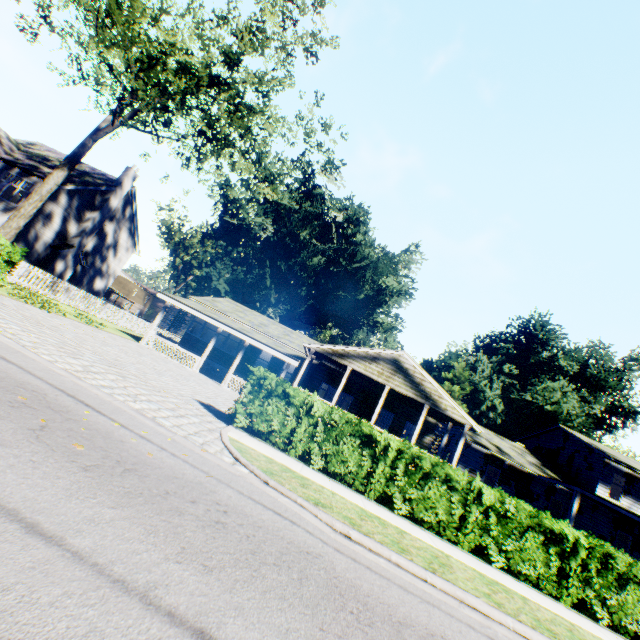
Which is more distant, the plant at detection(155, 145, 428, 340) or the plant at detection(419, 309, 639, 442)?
the plant at detection(155, 145, 428, 340)

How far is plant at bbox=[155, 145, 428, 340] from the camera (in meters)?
47.91

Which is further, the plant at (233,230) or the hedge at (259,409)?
the plant at (233,230)

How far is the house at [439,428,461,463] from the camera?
26.7m

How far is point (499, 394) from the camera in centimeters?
4697cm

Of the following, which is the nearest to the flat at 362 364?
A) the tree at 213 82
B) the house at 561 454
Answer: the house at 561 454

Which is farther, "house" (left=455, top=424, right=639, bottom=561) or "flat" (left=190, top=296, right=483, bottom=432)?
"house" (left=455, top=424, right=639, bottom=561)

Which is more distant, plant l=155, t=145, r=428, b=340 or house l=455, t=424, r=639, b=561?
plant l=155, t=145, r=428, b=340
